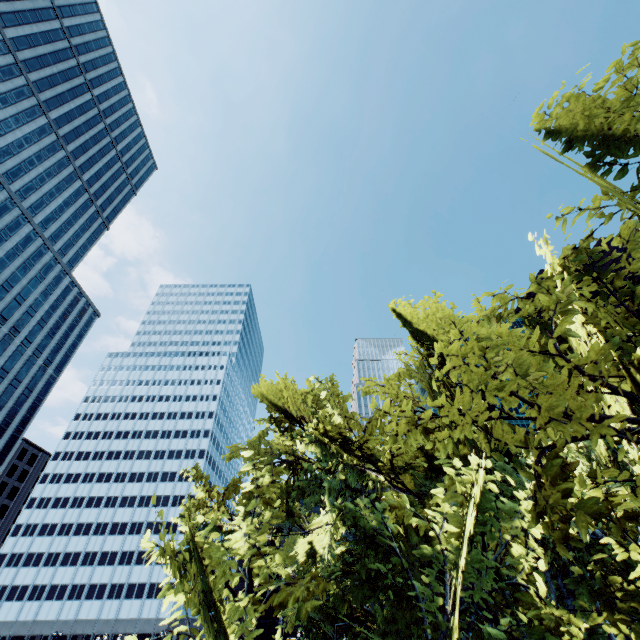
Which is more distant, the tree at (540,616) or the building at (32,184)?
the building at (32,184)

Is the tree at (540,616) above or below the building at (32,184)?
below

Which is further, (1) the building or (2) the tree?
(1) the building

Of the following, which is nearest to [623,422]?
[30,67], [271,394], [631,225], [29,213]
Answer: [631,225]

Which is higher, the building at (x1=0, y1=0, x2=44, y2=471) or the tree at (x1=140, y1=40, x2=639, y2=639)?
the building at (x1=0, y1=0, x2=44, y2=471)
